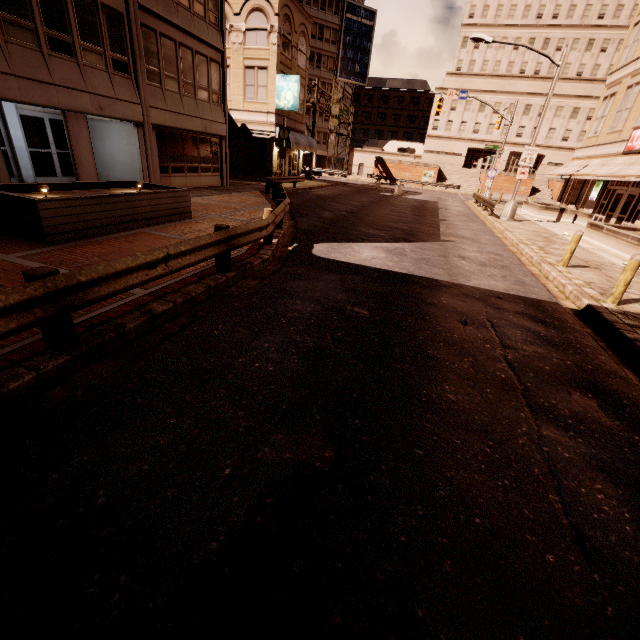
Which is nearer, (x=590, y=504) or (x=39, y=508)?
(x=39, y=508)

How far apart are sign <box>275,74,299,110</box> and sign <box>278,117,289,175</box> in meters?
3.5 m

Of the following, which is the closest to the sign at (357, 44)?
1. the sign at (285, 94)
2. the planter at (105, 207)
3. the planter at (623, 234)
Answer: the sign at (285, 94)

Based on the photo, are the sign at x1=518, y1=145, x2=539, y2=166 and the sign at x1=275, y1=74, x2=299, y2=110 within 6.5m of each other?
no

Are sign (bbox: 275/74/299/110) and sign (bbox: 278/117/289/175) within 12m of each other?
yes

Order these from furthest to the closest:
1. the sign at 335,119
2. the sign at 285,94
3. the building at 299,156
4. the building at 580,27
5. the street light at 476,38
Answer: the sign at 335,119
the building at 299,156
the sign at 285,94
the building at 580,27
the street light at 476,38

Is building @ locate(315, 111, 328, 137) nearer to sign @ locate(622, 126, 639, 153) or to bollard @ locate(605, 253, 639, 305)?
sign @ locate(622, 126, 639, 153)

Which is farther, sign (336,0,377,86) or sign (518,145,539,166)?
sign (336,0,377,86)
